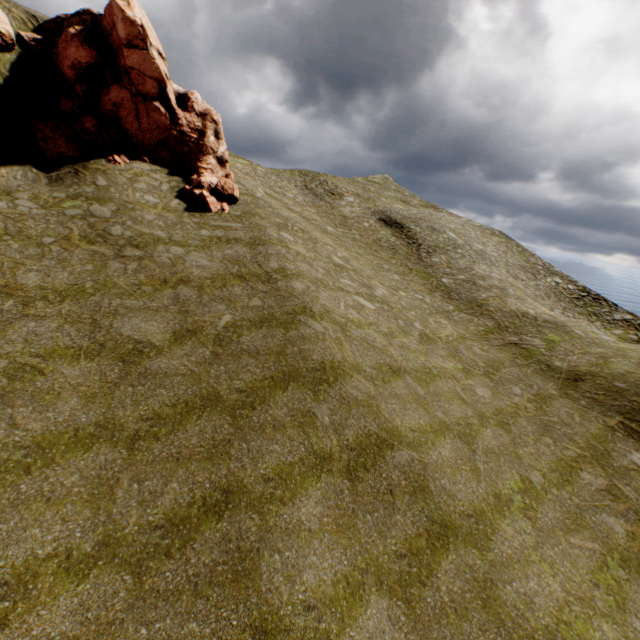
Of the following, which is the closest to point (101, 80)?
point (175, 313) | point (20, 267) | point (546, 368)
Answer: point (20, 267)
